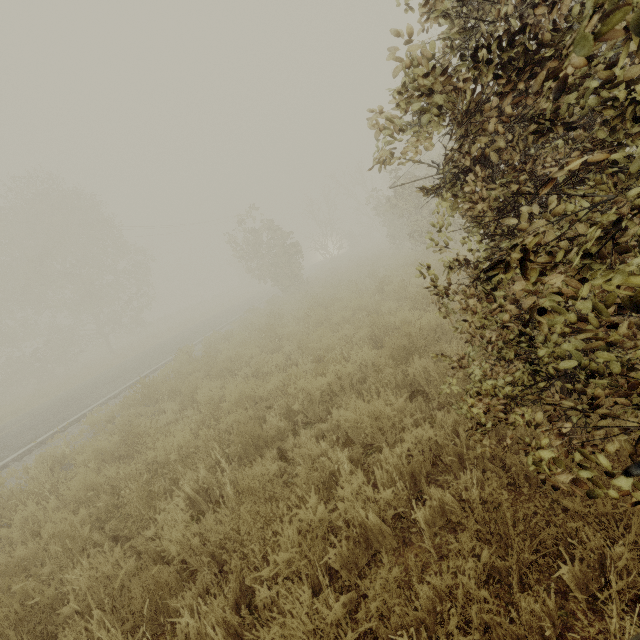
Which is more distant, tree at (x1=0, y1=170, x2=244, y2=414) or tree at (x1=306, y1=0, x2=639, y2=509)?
tree at (x1=0, y1=170, x2=244, y2=414)

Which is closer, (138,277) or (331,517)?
(331,517)

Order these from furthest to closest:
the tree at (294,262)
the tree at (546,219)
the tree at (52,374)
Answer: the tree at (52,374) → the tree at (294,262) → the tree at (546,219)

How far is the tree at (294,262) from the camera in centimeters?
1972cm

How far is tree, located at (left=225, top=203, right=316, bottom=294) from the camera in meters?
19.7 m

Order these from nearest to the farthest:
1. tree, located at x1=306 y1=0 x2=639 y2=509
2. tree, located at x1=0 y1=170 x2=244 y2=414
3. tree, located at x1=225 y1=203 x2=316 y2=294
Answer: tree, located at x1=306 y1=0 x2=639 y2=509
tree, located at x1=225 y1=203 x2=316 y2=294
tree, located at x1=0 y1=170 x2=244 y2=414
